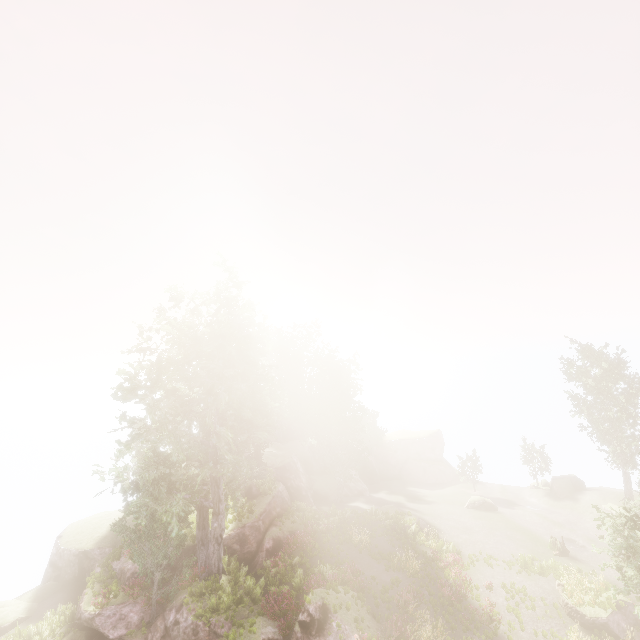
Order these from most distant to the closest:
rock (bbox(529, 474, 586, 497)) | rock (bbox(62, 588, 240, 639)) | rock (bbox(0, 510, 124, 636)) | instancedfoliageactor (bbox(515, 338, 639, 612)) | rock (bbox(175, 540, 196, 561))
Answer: rock (bbox(529, 474, 586, 497)) < rock (bbox(0, 510, 124, 636)) < rock (bbox(175, 540, 196, 561)) < rock (bbox(62, 588, 240, 639)) < instancedfoliageactor (bbox(515, 338, 639, 612))

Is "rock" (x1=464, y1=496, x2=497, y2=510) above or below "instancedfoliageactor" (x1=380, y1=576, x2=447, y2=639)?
below

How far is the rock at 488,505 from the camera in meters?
34.1 m

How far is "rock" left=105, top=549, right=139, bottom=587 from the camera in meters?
21.5 m

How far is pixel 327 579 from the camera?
21.1 meters

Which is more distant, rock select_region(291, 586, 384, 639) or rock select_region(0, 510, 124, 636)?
rock select_region(0, 510, 124, 636)

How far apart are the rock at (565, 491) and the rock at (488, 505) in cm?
777

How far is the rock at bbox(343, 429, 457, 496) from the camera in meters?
45.3
